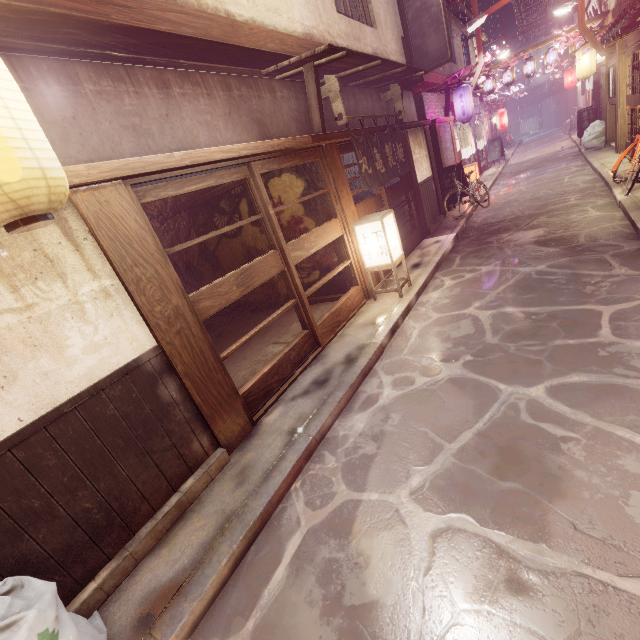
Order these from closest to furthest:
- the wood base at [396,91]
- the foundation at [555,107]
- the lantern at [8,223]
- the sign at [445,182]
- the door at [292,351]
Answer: the lantern at [8,223]
the door at [292,351]
the wood base at [396,91]
the sign at [445,182]
the foundation at [555,107]

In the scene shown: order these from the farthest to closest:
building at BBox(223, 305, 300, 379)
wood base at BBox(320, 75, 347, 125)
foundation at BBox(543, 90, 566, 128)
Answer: foundation at BBox(543, 90, 566, 128) < building at BBox(223, 305, 300, 379) < wood base at BBox(320, 75, 347, 125)

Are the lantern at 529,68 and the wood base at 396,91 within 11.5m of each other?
no

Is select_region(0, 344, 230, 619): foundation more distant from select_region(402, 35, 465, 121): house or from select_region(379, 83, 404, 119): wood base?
select_region(379, 83, 404, 119): wood base

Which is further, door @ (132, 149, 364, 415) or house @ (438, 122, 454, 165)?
house @ (438, 122, 454, 165)

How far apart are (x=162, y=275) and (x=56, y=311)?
1.56m

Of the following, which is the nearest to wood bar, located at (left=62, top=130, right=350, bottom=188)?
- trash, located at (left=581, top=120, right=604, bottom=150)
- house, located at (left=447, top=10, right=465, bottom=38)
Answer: house, located at (left=447, top=10, right=465, bottom=38)

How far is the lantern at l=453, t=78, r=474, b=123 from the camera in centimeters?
1981cm
